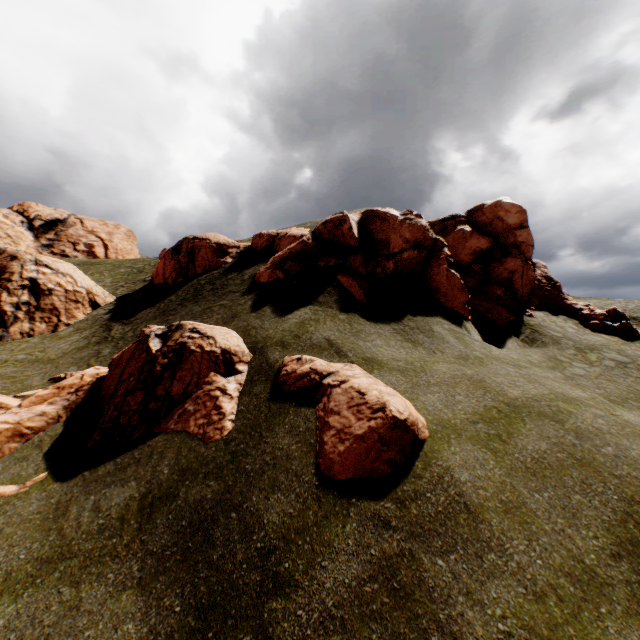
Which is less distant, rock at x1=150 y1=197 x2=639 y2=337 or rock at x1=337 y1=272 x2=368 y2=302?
rock at x1=337 y1=272 x2=368 y2=302

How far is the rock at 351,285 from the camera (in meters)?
14.72

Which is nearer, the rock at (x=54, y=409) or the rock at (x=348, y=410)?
the rock at (x=348, y=410)

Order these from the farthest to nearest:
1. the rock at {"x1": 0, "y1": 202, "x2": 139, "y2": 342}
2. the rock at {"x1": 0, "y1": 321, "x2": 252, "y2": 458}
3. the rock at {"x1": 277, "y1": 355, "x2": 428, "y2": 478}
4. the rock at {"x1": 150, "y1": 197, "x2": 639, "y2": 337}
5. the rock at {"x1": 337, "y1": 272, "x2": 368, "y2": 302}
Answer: the rock at {"x1": 0, "y1": 202, "x2": 139, "y2": 342} < the rock at {"x1": 150, "y1": 197, "x2": 639, "y2": 337} < the rock at {"x1": 337, "y1": 272, "x2": 368, "y2": 302} < the rock at {"x1": 0, "y1": 321, "x2": 252, "y2": 458} < the rock at {"x1": 277, "y1": 355, "x2": 428, "y2": 478}

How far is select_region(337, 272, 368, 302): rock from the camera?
14.7m

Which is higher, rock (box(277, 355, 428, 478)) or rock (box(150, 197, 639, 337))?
rock (box(150, 197, 639, 337))

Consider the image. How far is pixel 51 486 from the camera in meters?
8.9 m
